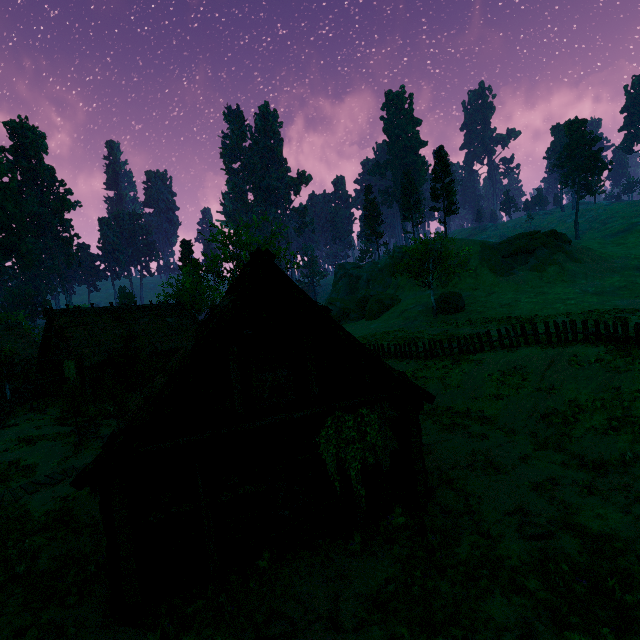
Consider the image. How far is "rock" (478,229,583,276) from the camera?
45.4 meters

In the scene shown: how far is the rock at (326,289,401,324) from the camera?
51.4 meters

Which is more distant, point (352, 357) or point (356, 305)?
point (356, 305)

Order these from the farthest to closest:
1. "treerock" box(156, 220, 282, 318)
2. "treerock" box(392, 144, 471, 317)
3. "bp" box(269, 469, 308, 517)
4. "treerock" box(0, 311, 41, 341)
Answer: "treerock" box(0, 311, 41, 341) → "treerock" box(392, 144, 471, 317) → "treerock" box(156, 220, 282, 318) → "bp" box(269, 469, 308, 517)

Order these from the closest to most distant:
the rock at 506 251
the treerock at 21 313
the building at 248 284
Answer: the building at 248 284, the treerock at 21 313, the rock at 506 251

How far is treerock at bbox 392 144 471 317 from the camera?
37.0 meters

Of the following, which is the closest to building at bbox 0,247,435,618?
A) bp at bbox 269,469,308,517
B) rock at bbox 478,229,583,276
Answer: bp at bbox 269,469,308,517

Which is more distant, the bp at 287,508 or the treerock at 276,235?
the treerock at 276,235
